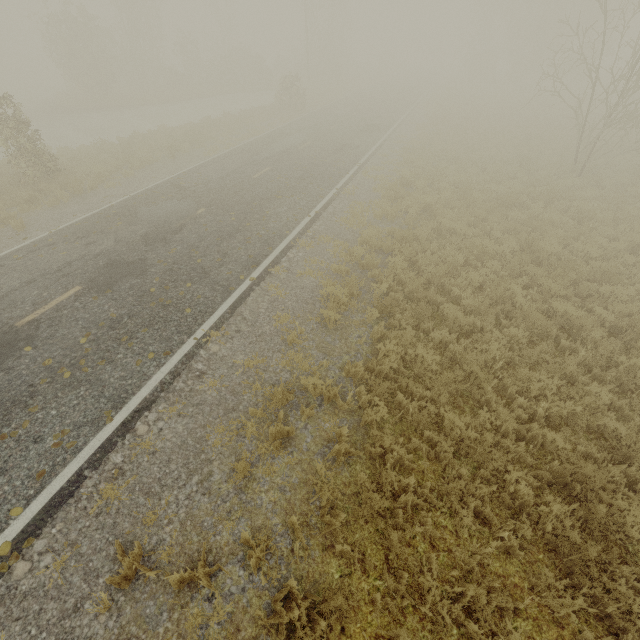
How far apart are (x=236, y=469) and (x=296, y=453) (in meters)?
0.96
